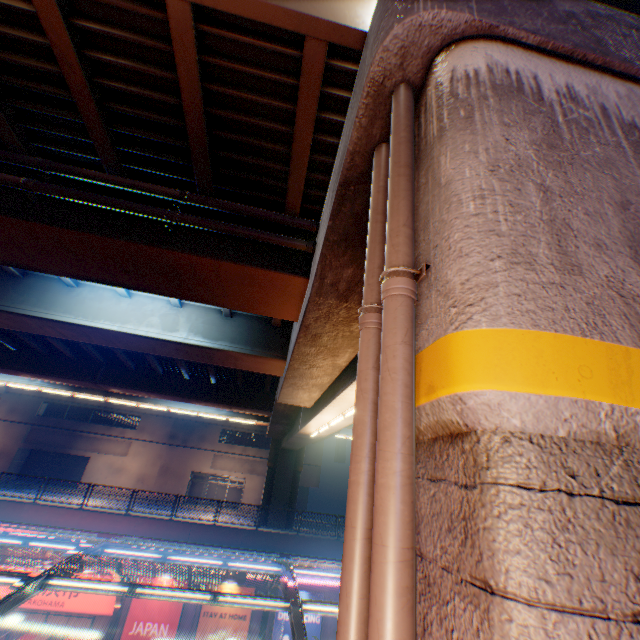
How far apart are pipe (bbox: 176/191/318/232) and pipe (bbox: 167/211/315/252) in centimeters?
28cm

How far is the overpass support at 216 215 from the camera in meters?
6.6 m

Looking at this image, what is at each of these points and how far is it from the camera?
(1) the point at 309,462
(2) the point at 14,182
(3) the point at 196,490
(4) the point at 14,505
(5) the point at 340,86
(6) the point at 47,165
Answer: (1) building, 40.1m
(2) pipe, 5.7m
(3) building, 38.6m
(4) concrete block, 17.5m
(5) overpass support, 4.9m
(6) pipe, 6.0m

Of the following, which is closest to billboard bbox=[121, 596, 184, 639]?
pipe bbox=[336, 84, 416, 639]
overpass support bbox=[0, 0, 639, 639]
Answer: overpass support bbox=[0, 0, 639, 639]

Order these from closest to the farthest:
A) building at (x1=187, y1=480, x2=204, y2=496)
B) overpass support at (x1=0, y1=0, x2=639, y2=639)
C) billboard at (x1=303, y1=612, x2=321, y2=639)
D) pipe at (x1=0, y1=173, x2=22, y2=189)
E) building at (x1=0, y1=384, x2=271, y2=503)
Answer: overpass support at (x1=0, y1=0, x2=639, y2=639)
pipe at (x1=0, y1=173, x2=22, y2=189)
billboard at (x1=303, y1=612, x2=321, y2=639)
building at (x1=0, y1=384, x2=271, y2=503)
building at (x1=187, y1=480, x2=204, y2=496)

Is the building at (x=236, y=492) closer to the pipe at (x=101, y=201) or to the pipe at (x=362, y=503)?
the pipe at (x=101, y=201)

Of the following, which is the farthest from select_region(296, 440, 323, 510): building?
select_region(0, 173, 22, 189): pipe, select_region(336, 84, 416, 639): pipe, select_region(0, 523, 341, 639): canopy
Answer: select_region(336, 84, 416, 639): pipe

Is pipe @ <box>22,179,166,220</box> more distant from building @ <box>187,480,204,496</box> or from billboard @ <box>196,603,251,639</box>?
building @ <box>187,480,204,496</box>
